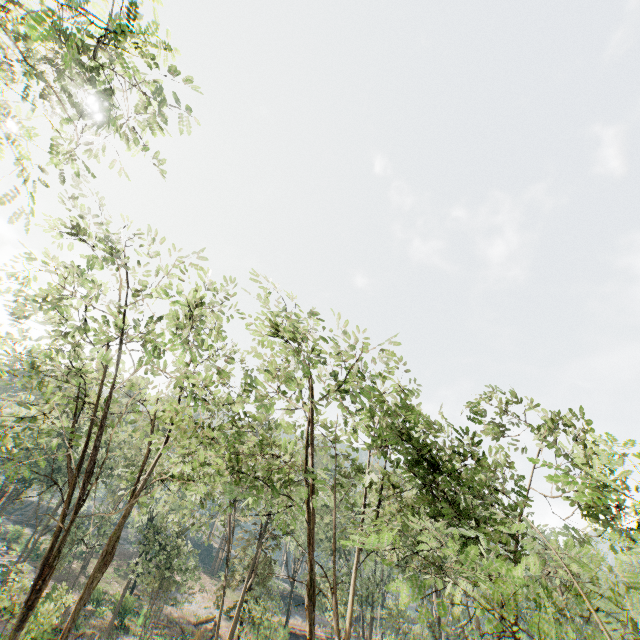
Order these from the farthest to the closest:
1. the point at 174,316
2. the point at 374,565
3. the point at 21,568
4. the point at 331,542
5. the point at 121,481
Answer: the point at 374,565 < the point at 331,542 < the point at 121,481 < the point at 21,568 < the point at 174,316
